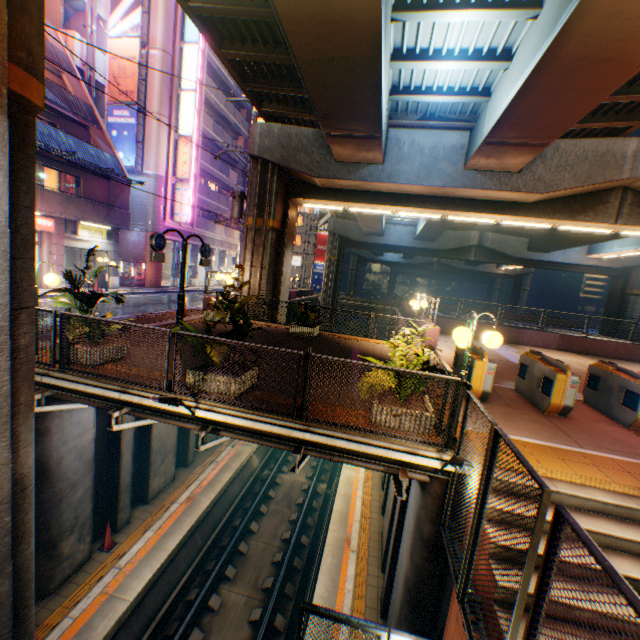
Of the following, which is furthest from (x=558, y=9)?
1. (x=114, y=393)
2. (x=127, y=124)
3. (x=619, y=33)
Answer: (x=127, y=124)

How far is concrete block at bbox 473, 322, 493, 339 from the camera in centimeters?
1873cm

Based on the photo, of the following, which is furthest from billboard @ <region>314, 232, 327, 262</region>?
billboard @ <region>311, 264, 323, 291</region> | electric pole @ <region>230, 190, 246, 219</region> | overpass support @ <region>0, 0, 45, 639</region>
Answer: electric pole @ <region>230, 190, 246, 219</region>

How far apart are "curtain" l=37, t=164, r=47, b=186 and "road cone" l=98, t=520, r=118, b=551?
17.9 meters

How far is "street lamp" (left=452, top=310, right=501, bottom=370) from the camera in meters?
5.0 m

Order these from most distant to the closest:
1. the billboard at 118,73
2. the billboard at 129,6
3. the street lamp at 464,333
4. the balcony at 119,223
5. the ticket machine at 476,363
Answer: the billboard at 118,73 < the billboard at 129,6 < the balcony at 119,223 < the ticket machine at 476,363 < the street lamp at 464,333

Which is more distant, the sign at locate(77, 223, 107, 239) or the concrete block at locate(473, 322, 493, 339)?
the sign at locate(77, 223, 107, 239)

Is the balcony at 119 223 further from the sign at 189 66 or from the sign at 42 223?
the sign at 189 66
